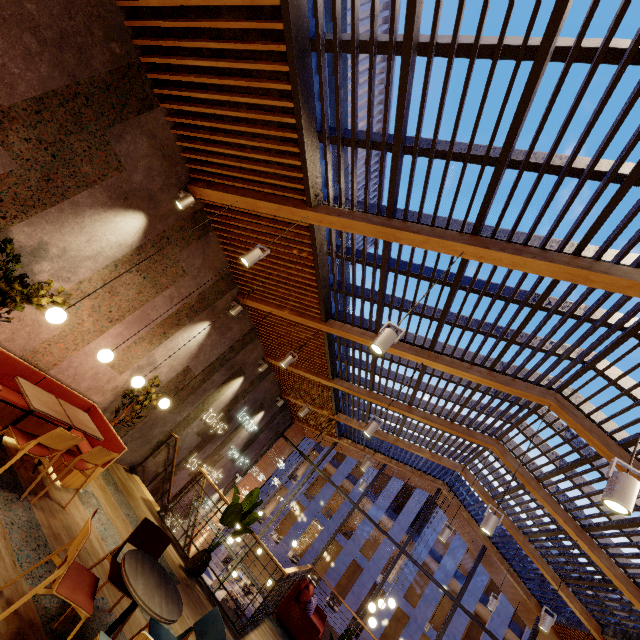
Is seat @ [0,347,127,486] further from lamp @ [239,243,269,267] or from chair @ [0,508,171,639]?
lamp @ [239,243,269,267]

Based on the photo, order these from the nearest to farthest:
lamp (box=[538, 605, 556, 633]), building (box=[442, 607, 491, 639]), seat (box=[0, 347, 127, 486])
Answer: seat (box=[0, 347, 127, 486]) < lamp (box=[538, 605, 556, 633]) < building (box=[442, 607, 491, 639])

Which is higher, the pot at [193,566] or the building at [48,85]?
the building at [48,85]

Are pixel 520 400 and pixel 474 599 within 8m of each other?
no

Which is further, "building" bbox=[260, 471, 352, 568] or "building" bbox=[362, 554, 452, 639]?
"building" bbox=[260, 471, 352, 568]

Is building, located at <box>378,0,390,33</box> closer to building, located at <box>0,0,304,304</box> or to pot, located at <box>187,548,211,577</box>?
building, located at <box>0,0,304,304</box>

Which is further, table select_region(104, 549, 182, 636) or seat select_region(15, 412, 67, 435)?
seat select_region(15, 412, 67, 435)

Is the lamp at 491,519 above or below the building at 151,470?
above
